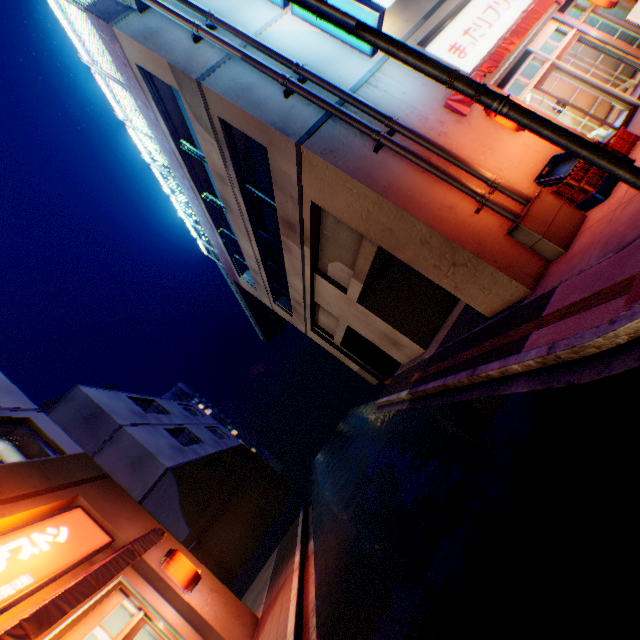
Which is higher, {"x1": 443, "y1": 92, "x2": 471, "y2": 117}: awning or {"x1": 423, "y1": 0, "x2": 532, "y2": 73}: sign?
{"x1": 423, "y1": 0, "x2": 532, "y2": 73}: sign

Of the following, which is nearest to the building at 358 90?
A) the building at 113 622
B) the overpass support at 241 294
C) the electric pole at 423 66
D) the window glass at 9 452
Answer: the electric pole at 423 66

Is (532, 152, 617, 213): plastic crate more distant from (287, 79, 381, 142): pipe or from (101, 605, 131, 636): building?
(101, 605, 131, 636): building

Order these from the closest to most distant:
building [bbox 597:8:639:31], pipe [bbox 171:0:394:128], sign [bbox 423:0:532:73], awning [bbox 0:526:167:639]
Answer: awning [bbox 0:526:167:639]
pipe [bbox 171:0:394:128]
sign [bbox 423:0:532:73]
building [bbox 597:8:639:31]

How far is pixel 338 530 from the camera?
8.04m

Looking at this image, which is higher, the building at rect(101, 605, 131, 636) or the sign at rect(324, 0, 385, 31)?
the sign at rect(324, 0, 385, 31)

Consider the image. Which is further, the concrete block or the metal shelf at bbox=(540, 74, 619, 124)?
the metal shelf at bbox=(540, 74, 619, 124)

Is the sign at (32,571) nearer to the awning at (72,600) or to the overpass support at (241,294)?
the awning at (72,600)
